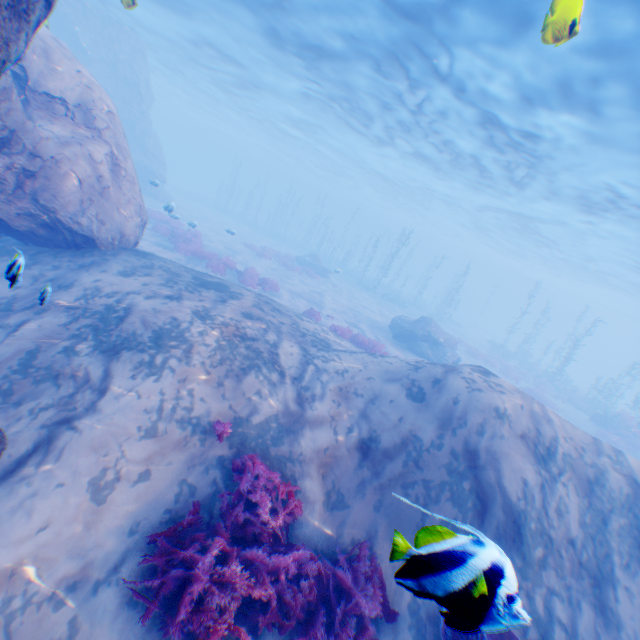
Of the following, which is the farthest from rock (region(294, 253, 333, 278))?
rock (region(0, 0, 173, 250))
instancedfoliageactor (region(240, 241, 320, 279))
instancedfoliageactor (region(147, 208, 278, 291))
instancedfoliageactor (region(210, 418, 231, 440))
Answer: instancedfoliageactor (region(210, 418, 231, 440))

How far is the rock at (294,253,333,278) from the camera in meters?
30.9 m

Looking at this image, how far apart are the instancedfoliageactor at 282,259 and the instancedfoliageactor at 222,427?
23.0 meters

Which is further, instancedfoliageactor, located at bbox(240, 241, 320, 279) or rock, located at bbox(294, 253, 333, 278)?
rock, located at bbox(294, 253, 333, 278)

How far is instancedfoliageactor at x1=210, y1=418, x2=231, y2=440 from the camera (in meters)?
5.14

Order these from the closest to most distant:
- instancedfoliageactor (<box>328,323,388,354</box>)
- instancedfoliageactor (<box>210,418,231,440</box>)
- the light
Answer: instancedfoliageactor (<box>210,418,231,440</box>) → the light → instancedfoliageactor (<box>328,323,388,354</box>)

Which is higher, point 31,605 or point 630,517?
point 630,517

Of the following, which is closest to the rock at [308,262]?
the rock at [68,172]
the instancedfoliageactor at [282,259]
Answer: the instancedfoliageactor at [282,259]
